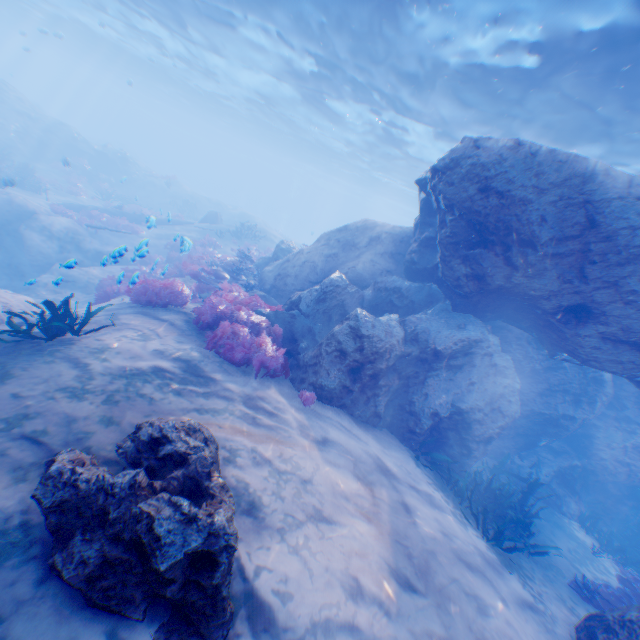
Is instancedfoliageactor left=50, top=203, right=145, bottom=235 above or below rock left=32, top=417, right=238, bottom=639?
below

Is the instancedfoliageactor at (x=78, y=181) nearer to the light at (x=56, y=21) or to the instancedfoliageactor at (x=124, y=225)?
the instancedfoliageactor at (x=124, y=225)

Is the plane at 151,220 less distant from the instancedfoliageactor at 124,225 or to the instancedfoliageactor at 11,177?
the instancedfoliageactor at 124,225

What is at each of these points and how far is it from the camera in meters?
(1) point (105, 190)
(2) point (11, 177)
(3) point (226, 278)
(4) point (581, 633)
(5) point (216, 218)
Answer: (1) instancedfoliageactor, 28.4
(2) instancedfoliageactor, 13.3
(3) instancedfoliageactor, 12.4
(4) rock, 5.5
(5) plane, 25.7

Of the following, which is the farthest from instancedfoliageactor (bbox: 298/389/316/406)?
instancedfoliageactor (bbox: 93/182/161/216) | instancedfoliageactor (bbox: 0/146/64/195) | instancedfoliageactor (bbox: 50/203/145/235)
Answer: instancedfoliageactor (bbox: 93/182/161/216)

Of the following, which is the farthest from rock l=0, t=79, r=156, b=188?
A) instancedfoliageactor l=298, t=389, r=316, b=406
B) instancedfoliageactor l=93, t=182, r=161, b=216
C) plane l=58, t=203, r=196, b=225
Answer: instancedfoliageactor l=93, t=182, r=161, b=216

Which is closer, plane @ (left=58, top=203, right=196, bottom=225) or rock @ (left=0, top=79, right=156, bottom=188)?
plane @ (left=58, top=203, right=196, bottom=225)

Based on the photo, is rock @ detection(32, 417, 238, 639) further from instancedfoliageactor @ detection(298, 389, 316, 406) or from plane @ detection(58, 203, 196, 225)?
instancedfoliageactor @ detection(298, 389, 316, 406)
